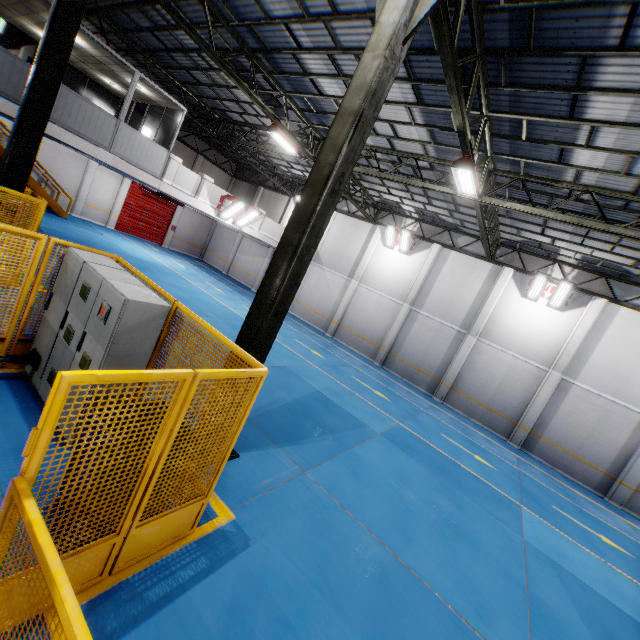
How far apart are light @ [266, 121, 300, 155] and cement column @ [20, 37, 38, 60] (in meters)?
15.21

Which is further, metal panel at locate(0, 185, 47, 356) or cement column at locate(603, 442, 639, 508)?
cement column at locate(603, 442, 639, 508)

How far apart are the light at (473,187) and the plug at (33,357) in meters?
10.0

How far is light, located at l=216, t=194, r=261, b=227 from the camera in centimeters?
1563cm

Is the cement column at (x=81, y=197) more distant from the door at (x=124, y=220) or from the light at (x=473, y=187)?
the light at (x=473, y=187)

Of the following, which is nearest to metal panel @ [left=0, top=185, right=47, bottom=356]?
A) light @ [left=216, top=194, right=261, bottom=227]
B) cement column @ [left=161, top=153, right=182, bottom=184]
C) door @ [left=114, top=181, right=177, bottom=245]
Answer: cement column @ [left=161, top=153, right=182, bottom=184]

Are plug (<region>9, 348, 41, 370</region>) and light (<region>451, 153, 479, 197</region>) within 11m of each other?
yes

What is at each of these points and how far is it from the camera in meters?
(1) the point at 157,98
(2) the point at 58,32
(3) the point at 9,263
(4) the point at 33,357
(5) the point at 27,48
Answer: (1) cieling, 13.1
(2) metal pole, 7.1
(3) metal panel, 4.6
(4) plug, 4.9
(5) cement column, 16.7
